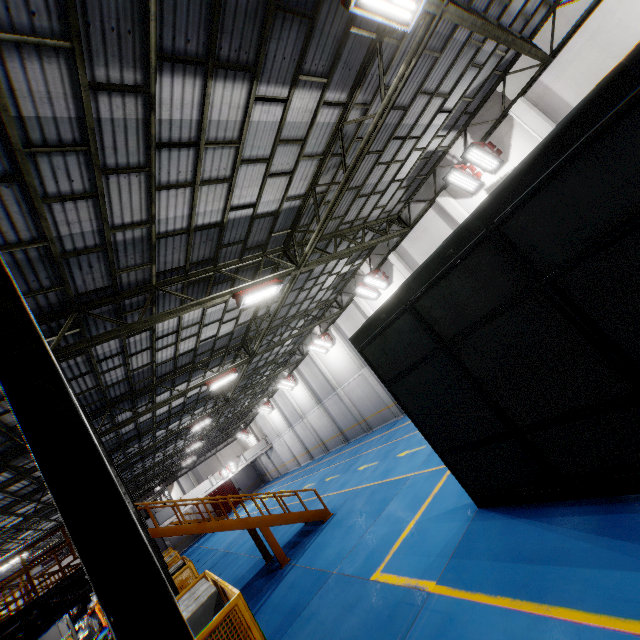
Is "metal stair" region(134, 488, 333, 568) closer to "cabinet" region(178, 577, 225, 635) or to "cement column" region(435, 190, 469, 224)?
"cabinet" region(178, 577, 225, 635)

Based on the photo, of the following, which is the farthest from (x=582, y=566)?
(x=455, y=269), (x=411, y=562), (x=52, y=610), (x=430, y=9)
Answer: (x=52, y=610)

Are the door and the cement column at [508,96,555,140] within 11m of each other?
no

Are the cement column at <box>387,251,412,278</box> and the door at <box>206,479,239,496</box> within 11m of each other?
no

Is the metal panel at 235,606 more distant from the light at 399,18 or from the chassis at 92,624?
the light at 399,18

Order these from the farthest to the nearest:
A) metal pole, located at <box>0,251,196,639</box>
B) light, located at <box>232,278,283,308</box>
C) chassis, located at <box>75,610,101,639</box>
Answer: chassis, located at <box>75,610,101,639</box> → light, located at <box>232,278,283,308</box> → metal pole, located at <box>0,251,196,639</box>

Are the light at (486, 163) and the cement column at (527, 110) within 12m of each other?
yes

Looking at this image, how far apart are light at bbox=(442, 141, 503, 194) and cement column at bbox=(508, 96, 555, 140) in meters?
1.0 m
